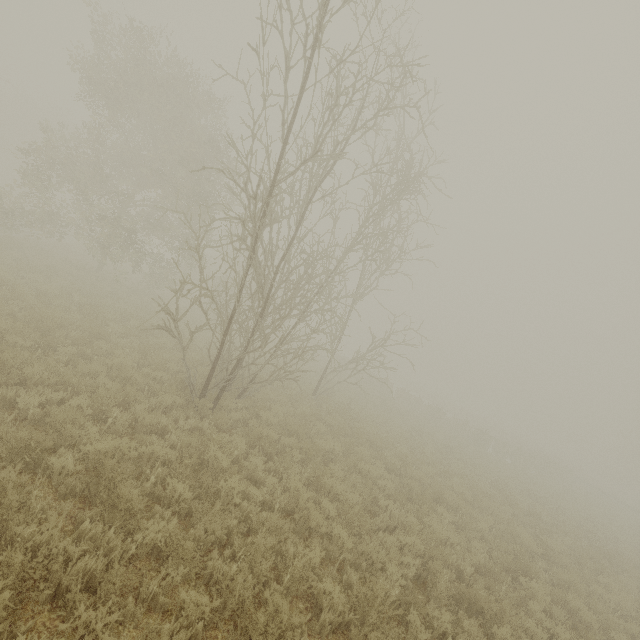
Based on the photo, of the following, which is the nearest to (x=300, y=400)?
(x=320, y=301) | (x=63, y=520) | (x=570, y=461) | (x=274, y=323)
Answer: (x=320, y=301)
